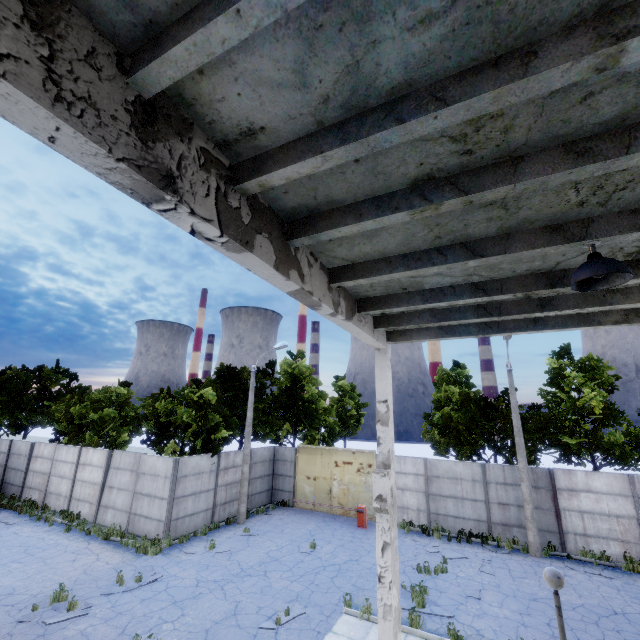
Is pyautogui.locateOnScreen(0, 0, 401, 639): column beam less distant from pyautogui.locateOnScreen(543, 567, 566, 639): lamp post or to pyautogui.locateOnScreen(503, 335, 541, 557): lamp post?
pyautogui.locateOnScreen(543, 567, 566, 639): lamp post

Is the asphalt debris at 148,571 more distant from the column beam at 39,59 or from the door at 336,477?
the door at 336,477

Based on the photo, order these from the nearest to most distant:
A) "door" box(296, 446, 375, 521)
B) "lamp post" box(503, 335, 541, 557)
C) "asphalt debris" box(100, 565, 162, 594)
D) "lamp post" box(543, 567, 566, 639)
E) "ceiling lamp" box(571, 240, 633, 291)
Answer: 1. "ceiling lamp" box(571, 240, 633, 291)
2. "lamp post" box(543, 567, 566, 639)
3. "asphalt debris" box(100, 565, 162, 594)
4. "lamp post" box(503, 335, 541, 557)
5. "door" box(296, 446, 375, 521)

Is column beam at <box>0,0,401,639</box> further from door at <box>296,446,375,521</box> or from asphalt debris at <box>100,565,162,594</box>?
door at <box>296,446,375,521</box>

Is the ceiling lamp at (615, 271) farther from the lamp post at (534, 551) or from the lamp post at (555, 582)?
the lamp post at (534, 551)

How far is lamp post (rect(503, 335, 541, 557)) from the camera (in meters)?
14.80

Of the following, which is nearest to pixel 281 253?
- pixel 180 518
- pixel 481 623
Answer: pixel 481 623

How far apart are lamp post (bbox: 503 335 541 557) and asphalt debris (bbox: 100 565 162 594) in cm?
1587
